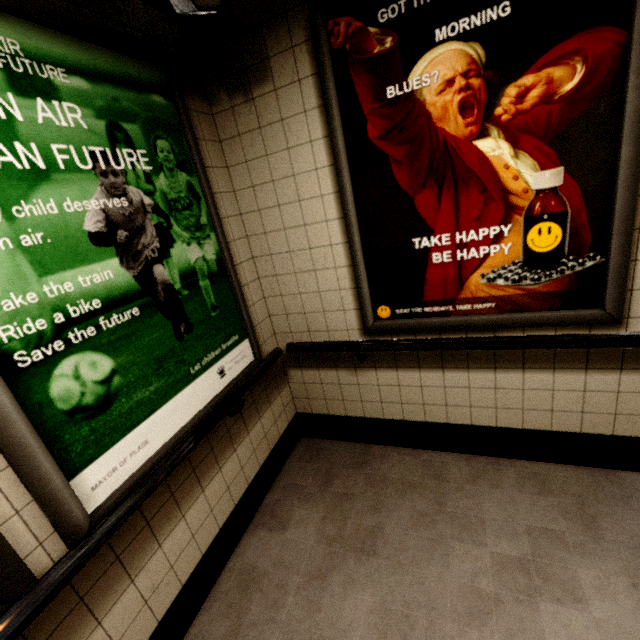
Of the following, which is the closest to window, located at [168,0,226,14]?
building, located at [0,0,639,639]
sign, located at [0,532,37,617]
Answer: building, located at [0,0,639,639]

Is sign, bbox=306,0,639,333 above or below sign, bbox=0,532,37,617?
above

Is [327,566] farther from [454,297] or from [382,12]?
[382,12]

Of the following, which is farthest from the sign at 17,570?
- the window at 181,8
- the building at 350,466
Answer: the window at 181,8

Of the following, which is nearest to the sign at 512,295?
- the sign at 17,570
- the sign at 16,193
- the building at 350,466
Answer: the building at 350,466

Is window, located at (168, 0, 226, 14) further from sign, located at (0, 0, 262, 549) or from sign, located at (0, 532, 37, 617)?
sign, located at (0, 532, 37, 617)

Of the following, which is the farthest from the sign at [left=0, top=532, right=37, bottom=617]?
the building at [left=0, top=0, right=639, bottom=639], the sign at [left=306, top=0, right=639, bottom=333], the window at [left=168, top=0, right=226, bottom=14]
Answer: the sign at [left=306, top=0, right=639, bottom=333]

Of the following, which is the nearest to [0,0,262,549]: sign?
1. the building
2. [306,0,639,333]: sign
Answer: the building
